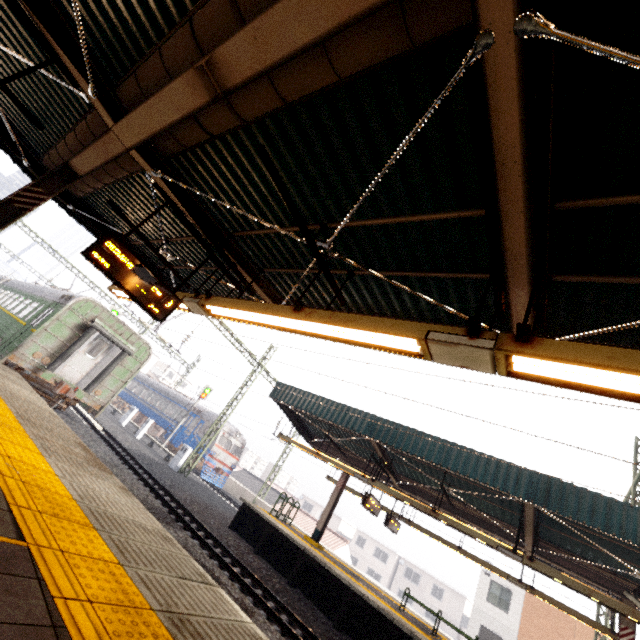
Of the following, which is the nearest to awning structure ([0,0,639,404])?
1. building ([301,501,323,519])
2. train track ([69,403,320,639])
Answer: train track ([69,403,320,639])

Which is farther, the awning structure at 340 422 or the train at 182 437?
the train at 182 437

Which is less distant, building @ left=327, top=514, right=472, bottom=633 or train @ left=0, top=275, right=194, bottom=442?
train @ left=0, top=275, right=194, bottom=442

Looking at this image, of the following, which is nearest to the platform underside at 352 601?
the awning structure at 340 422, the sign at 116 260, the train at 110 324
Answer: the awning structure at 340 422

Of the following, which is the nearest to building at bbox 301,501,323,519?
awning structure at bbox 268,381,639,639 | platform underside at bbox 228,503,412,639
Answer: awning structure at bbox 268,381,639,639

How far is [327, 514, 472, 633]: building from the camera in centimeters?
4338cm

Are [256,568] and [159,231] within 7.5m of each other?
no

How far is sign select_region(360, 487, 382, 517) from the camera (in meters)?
12.14
